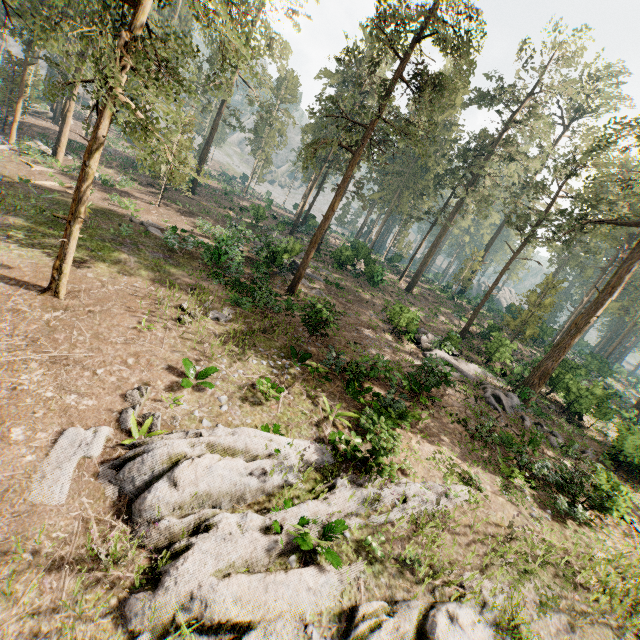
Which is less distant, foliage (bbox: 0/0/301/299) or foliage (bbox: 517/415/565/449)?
foliage (bbox: 0/0/301/299)

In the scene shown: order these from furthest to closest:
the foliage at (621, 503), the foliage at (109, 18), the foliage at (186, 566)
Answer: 1. the foliage at (621, 503)
2. the foliage at (109, 18)
3. the foliage at (186, 566)

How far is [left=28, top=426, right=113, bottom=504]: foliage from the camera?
7.15m

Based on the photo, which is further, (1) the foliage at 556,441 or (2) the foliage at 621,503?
(1) the foliage at 556,441

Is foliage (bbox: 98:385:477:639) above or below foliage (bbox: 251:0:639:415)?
below

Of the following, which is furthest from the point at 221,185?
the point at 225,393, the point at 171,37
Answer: the point at 225,393

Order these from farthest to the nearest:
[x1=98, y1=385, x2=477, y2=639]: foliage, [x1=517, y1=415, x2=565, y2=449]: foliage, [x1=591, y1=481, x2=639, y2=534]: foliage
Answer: [x1=517, y1=415, x2=565, y2=449]: foliage, [x1=591, y1=481, x2=639, y2=534]: foliage, [x1=98, y1=385, x2=477, y2=639]: foliage
